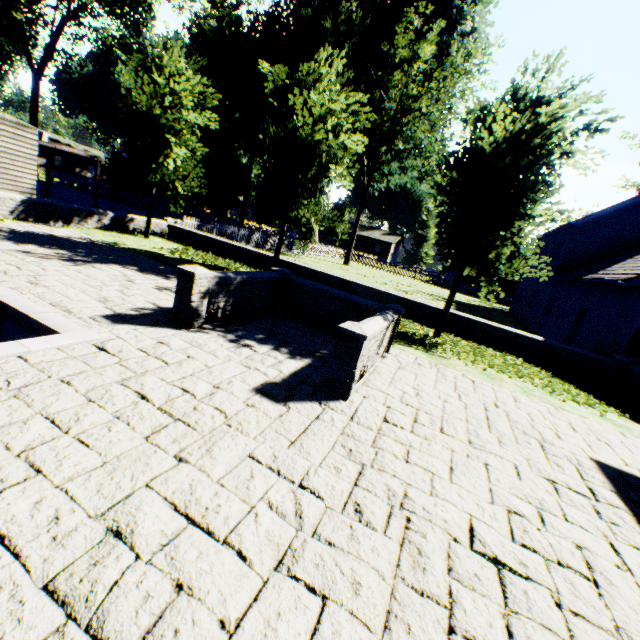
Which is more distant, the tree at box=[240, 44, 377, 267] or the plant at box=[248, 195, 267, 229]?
the plant at box=[248, 195, 267, 229]

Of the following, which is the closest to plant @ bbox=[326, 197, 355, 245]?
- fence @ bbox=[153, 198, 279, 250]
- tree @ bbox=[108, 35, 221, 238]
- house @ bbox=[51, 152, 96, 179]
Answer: fence @ bbox=[153, 198, 279, 250]

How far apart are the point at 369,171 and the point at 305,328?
26.76m

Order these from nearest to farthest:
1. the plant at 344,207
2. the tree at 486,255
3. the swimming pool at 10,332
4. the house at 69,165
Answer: the swimming pool at 10,332
the tree at 486,255
the plant at 344,207
the house at 69,165

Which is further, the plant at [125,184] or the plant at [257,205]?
the plant at [125,184]

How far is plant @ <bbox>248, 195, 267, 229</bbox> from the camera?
32.47m

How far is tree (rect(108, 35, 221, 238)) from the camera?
12.4 meters

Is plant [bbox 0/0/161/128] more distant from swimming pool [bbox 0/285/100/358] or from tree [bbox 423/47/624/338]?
swimming pool [bbox 0/285/100/358]
